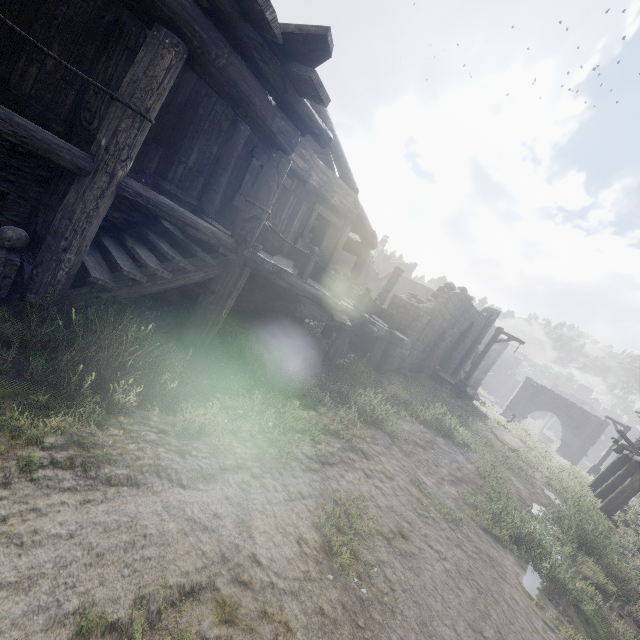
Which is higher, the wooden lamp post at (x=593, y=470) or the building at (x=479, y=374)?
the building at (x=479, y=374)

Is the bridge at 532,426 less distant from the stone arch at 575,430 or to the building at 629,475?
the stone arch at 575,430

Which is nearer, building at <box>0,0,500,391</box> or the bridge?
building at <box>0,0,500,391</box>

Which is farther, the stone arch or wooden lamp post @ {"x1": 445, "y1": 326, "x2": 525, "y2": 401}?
the stone arch

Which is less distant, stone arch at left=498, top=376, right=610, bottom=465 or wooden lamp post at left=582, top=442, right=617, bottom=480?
wooden lamp post at left=582, top=442, right=617, bottom=480

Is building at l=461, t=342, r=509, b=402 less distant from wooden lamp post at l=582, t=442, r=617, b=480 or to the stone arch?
the stone arch

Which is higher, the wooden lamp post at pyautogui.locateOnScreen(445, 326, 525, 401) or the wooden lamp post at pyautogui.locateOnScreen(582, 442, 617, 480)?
the wooden lamp post at pyautogui.locateOnScreen(445, 326, 525, 401)

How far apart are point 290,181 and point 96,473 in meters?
7.8 m
